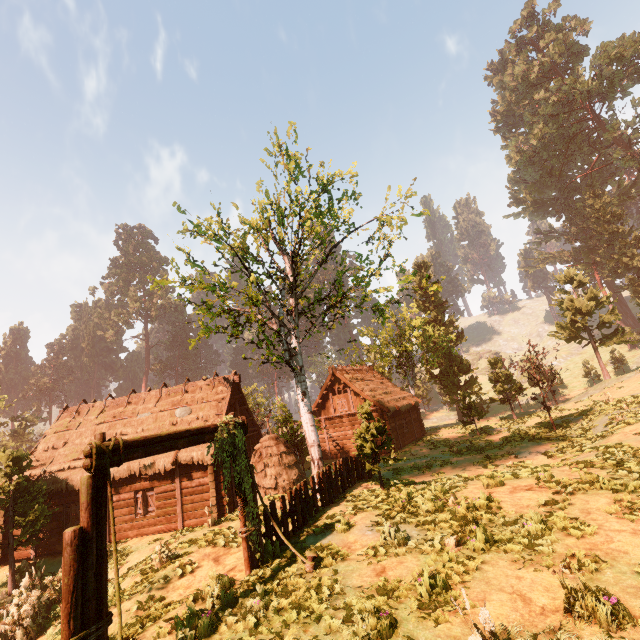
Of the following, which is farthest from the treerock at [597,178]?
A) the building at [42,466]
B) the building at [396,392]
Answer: the building at [396,392]

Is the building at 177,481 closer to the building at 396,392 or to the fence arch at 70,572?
the building at 396,392

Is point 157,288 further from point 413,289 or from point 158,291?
point 413,289

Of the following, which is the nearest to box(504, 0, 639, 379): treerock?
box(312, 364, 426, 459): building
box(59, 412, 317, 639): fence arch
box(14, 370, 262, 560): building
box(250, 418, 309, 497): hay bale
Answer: box(14, 370, 262, 560): building

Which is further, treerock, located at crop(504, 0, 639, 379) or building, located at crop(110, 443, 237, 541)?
treerock, located at crop(504, 0, 639, 379)

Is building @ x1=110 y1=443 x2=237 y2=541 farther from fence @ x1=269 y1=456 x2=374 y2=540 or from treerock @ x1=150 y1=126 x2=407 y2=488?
fence @ x1=269 y1=456 x2=374 y2=540

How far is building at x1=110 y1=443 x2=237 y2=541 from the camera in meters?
16.4
